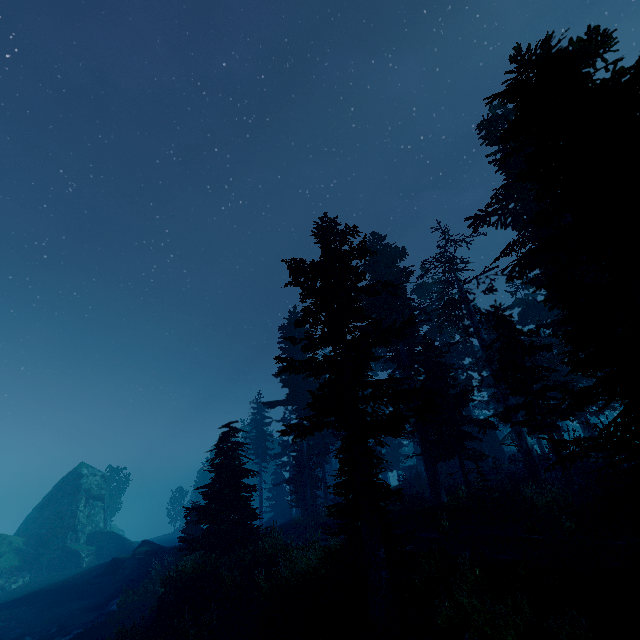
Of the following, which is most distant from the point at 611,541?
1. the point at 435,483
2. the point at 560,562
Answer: the point at 435,483

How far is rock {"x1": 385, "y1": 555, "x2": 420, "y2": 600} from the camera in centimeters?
1128cm

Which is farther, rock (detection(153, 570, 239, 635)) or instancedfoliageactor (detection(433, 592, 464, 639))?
rock (detection(153, 570, 239, 635))

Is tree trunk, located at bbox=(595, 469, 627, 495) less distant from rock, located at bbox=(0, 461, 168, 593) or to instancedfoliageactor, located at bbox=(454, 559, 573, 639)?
instancedfoliageactor, located at bbox=(454, 559, 573, 639)

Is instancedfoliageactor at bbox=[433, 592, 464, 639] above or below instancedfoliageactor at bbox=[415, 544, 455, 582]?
below

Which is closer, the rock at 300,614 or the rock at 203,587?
the rock at 300,614

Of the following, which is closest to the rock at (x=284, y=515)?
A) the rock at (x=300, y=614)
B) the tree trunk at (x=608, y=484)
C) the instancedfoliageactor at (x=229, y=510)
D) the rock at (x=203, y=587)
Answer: the instancedfoliageactor at (x=229, y=510)
